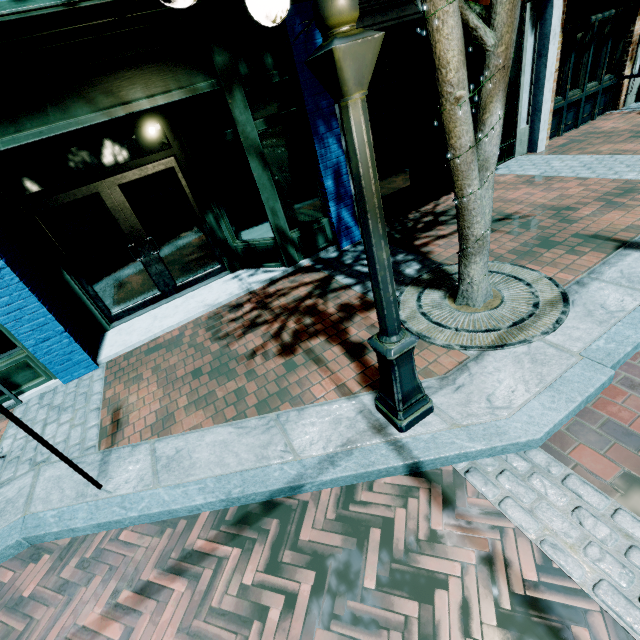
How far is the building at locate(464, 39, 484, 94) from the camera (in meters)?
6.17

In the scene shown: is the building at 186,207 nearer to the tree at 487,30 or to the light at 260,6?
the tree at 487,30

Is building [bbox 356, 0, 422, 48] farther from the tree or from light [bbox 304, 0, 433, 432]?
light [bbox 304, 0, 433, 432]

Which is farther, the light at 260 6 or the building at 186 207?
the building at 186 207

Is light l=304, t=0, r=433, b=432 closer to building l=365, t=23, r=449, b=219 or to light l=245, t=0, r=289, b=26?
light l=245, t=0, r=289, b=26

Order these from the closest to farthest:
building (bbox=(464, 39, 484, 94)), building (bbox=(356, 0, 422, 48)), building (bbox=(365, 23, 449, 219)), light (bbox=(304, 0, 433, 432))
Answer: light (bbox=(304, 0, 433, 432)) < building (bbox=(356, 0, 422, 48)) < building (bbox=(365, 23, 449, 219)) < building (bbox=(464, 39, 484, 94))

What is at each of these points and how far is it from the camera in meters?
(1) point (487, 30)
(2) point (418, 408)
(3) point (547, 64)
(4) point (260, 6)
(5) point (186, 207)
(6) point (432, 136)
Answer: (1) tree, 2.6 m
(2) light, 2.7 m
(3) building, 6.9 m
(4) light, 1.7 m
(5) building, 5.7 m
(6) building, 7.9 m

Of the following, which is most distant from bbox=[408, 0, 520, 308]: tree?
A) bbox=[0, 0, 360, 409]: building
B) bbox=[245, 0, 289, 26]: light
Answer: bbox=[0, 0, 360, 409]: building
